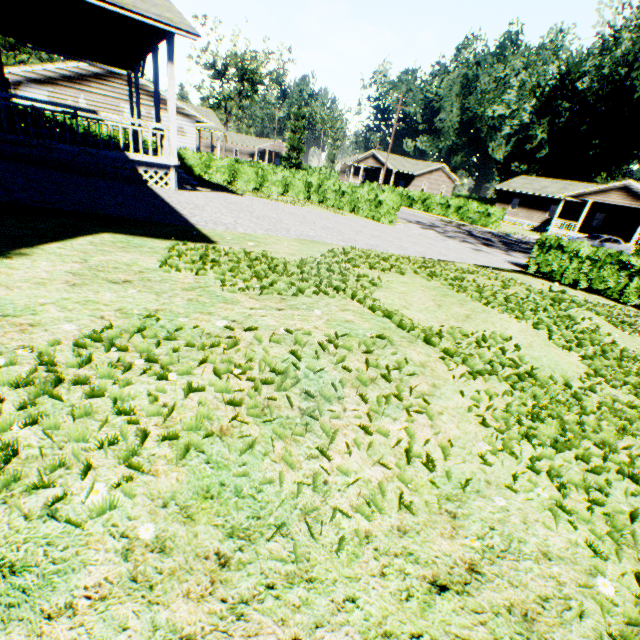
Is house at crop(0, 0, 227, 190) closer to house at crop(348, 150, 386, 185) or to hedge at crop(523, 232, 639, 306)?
hedge at crop(523, 232, 639, 306)

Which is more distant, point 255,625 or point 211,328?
point 211,328

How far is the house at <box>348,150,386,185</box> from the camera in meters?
50.2 m

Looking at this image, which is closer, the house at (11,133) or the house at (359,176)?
the house at (11,133)

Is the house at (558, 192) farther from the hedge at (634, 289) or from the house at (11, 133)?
the house at (11, 133)

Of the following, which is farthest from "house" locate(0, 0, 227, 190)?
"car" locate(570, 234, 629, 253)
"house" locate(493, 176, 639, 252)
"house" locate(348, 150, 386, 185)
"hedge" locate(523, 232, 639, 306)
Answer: "house" locate(493, 176, 639, 252)

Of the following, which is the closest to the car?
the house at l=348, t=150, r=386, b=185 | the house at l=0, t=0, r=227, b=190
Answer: the house at l=348, t=150, r=386, b=185

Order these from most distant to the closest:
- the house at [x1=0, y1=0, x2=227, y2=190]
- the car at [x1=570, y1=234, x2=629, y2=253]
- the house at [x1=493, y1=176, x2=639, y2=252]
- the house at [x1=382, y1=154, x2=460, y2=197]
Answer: the house at [x1=382, y1=154, x2=460, y2=197] < the house at [x1=493, y1=176, x2=639, y2=252] < the car at [x1=570, y1=234, x2=629, y2=253] < the house at [x1=0, y1=0, x2=227, y2=190]
